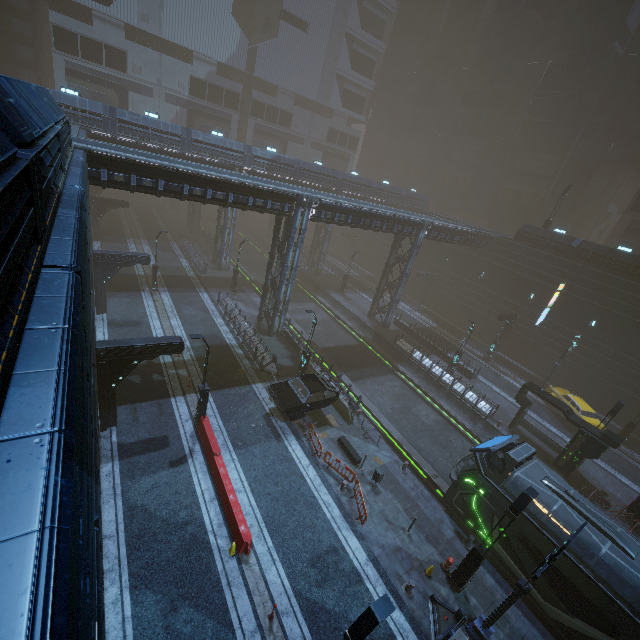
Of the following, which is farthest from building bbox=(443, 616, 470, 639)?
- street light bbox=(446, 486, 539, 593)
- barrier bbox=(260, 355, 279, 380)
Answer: street light bbox=(446, 486, 539, 593)

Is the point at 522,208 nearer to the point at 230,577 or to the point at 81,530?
the point at 230,577

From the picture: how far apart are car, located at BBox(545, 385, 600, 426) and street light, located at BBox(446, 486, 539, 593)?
18.28m

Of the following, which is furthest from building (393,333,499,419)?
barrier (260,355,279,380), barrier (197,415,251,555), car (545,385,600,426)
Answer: barrier (197,415,251,555)

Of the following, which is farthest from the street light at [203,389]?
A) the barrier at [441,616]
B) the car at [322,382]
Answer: the barrier at [441,616]

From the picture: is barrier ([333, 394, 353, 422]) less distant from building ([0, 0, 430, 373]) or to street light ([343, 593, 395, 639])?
building ([0, 0, 430, 373])

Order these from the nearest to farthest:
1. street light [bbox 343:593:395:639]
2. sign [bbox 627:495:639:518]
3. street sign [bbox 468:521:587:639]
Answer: street light [bbox 343:593:395:639] → street sign [bbox 468:521:587:639] → sign [bbox 627:495:639:518]

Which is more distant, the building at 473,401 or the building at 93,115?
the building at 473,401
